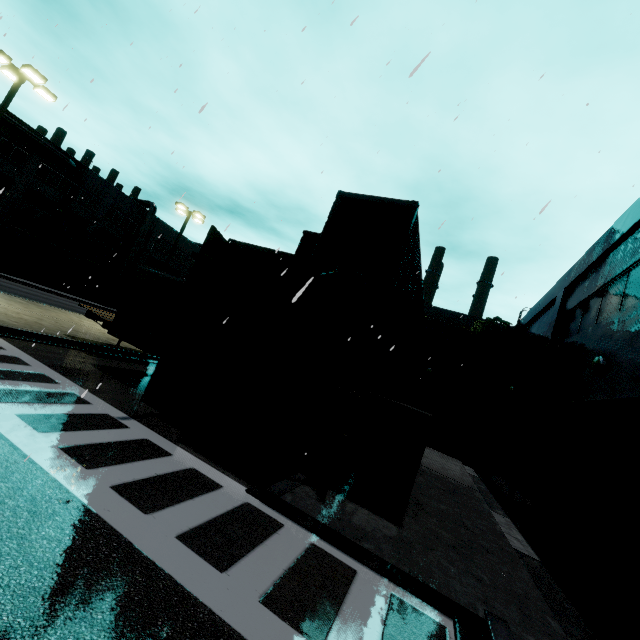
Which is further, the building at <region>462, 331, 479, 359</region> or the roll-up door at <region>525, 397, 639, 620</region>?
the building at <region>462, 331, 479, 359</region>

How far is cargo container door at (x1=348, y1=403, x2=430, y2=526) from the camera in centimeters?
716cm

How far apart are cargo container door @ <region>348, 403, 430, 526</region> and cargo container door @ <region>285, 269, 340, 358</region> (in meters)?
2.15

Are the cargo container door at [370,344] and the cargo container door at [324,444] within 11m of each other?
yes

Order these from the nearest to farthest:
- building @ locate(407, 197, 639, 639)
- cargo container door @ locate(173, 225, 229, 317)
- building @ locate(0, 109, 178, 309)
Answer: building @ locate(407, 197, 639, 639) < cargo container door @ locate(173, 225, 229, 317) < building @ locate(0, 109, 178, 309)

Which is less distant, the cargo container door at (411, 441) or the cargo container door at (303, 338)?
the cargo container door at (411, 441)

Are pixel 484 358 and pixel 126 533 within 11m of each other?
no

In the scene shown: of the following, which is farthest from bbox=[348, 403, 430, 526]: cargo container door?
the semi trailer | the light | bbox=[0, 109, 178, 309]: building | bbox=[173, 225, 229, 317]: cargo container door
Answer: the light
